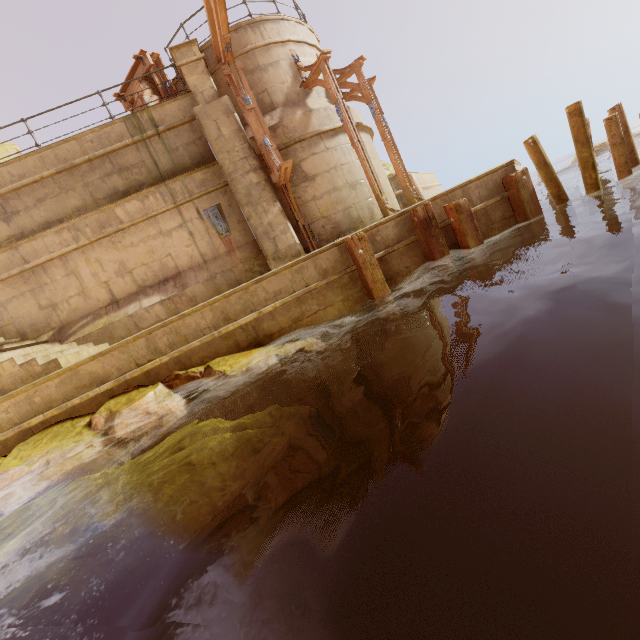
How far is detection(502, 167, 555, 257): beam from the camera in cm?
761

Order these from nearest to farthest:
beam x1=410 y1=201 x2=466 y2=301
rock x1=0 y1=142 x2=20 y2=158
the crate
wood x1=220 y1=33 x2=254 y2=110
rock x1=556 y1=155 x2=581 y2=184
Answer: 1. beam x1=410 y1=201 x2=466 y2=301
2. wood x1=220 y1=33 x2=254 y2=110
3. the crate
4. rock x1=556 y1=155 x2=581 y2=184
5. rock x1=0 y1=142 x2=20 y2=158

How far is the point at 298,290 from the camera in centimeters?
737cm

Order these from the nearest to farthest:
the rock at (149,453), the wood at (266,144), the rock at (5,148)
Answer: the rock at (149,453) → the wood at (266,144) → the rock at (5,148)

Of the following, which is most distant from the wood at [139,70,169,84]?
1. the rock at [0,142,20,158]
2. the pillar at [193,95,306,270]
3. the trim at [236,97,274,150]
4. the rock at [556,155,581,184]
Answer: the rock at [556,155,581,184]

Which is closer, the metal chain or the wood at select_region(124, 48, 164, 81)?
the metal chain

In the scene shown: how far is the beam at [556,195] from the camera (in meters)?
7.76

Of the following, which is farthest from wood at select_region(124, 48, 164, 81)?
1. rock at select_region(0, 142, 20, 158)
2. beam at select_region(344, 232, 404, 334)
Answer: rock at select_region(0, 142, 20, 158)
